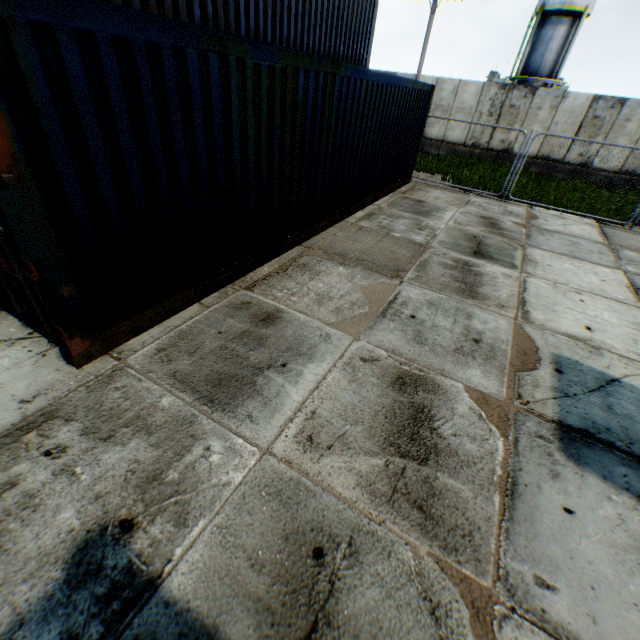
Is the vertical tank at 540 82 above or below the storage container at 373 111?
above

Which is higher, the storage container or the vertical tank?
the vertical tank

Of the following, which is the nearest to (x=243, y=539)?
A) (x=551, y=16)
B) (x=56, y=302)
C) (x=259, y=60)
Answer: (x=56, y=302)

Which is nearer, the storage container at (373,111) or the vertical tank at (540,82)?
the storage container at (373,111)

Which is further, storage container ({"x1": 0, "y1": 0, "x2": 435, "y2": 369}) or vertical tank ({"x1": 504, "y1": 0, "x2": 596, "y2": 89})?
vertical tank ({"x1": 504, "y1": 0, "x2": 596, "y2": 89})
